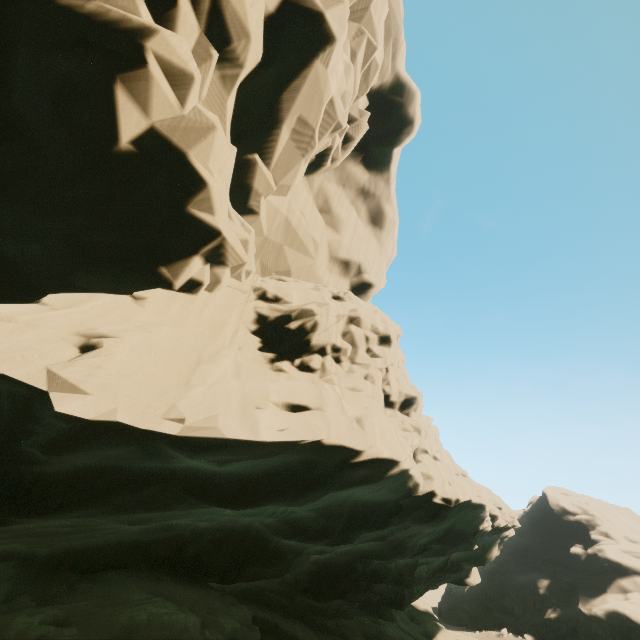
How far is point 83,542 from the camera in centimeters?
1051cm
